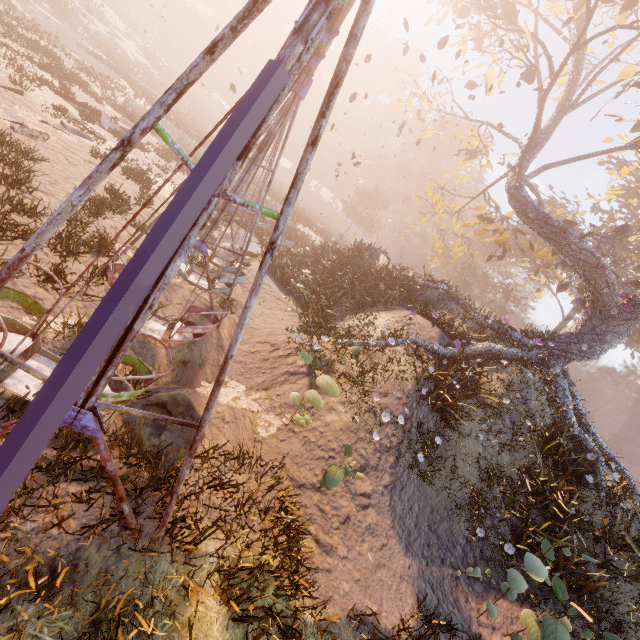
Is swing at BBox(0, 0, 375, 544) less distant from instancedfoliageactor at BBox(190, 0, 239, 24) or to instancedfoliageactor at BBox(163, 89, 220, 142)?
instancedfoliageactor at BBox(163, 89, 220, 142)

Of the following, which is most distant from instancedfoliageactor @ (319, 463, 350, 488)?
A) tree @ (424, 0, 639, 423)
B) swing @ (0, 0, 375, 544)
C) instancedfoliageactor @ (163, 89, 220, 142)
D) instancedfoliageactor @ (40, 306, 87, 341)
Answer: instancedfoliageactor @ (163, 89, 220, 142)

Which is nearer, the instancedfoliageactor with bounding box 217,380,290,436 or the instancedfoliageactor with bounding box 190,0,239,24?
the instancedfoliageactor with bounding box 217,380,290,436

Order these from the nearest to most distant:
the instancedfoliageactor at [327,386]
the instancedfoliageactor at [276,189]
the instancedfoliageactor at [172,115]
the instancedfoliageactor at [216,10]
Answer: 1. the instancedfoliageactor at [327,386]
2. the instancedfoliageactor at [172,115]
3. the instancedfoliageactor at [276,189]
4. the instancedfoliageactor at [216,10]

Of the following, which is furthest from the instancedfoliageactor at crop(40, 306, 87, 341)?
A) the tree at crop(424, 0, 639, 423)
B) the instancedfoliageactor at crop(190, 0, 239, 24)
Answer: the instancedfoliageactor at crop(190, 0, 239, 24)

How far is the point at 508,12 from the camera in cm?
1362

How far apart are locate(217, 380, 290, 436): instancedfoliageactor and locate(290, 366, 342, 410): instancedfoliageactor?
1.6 meters

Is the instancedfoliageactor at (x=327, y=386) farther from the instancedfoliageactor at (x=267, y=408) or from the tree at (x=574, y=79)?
the tree at (x=574, y=79)
